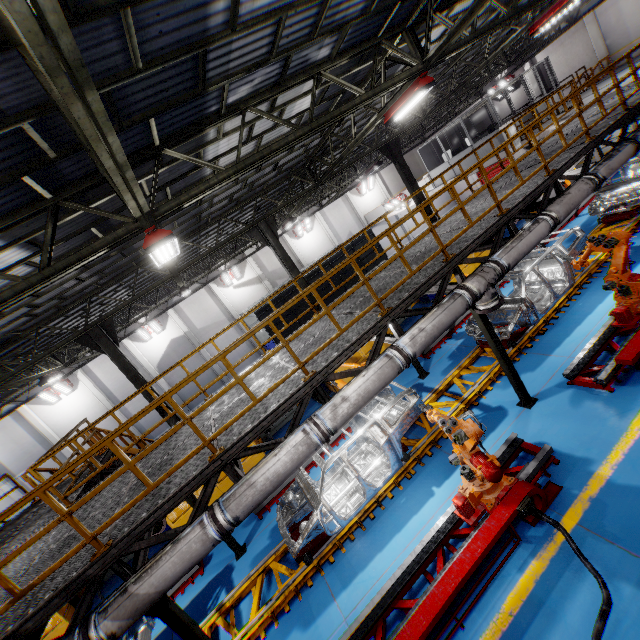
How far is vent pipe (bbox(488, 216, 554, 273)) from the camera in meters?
6.8 m

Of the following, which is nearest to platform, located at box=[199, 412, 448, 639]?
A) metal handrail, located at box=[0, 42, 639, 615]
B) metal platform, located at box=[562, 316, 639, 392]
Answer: metal platform, located at box=[562, 316, 639, 392]

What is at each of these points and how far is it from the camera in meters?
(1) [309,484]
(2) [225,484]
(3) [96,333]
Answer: (1) chassis, 7.9
(2) metal panel, 12.6
(3) metal pole, 11.8

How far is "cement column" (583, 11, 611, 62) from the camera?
20.67m

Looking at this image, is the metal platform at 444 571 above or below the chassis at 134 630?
below

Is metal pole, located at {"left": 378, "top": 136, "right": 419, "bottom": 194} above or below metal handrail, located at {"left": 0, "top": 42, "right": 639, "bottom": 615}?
above

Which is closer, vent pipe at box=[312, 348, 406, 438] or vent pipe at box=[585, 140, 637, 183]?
vent pipe at box=[312, 348, 406, 438]

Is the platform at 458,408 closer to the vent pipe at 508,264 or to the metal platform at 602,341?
the metal platform at 602,341
